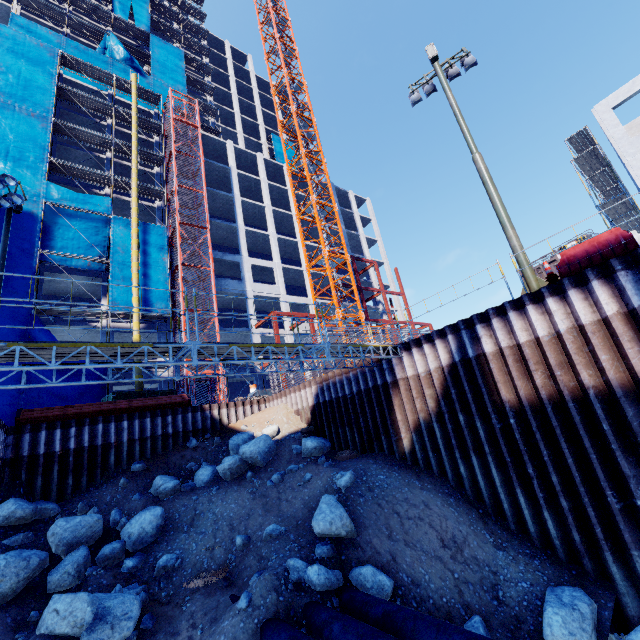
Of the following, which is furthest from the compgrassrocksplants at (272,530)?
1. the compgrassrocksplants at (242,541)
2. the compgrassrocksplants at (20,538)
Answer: the compgrassrocksplants at (20,538)

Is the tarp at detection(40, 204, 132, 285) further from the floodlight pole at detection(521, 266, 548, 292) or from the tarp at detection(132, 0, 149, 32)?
the floodlight pole at detection(521, 266, 548, 292)

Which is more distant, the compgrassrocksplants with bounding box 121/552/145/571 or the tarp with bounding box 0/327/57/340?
the tarp with bounding box 0/327/57/340

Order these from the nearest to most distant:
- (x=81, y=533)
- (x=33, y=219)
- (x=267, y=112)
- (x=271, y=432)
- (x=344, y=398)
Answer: (x=81, y=533) → (x=344, y=398) → (x=271, y=432) → (x=33, y=219) → (x=267, y=112)

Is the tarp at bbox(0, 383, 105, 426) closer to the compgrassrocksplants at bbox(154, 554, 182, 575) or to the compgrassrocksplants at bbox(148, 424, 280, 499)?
the compgrassrocksplants at bbox(148, 424, 280, 499)

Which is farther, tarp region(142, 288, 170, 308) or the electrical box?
tarp region(142, 288, 170, 308)

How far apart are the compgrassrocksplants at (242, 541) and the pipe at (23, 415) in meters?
9.2

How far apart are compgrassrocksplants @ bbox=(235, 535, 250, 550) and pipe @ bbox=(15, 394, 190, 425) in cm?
921
